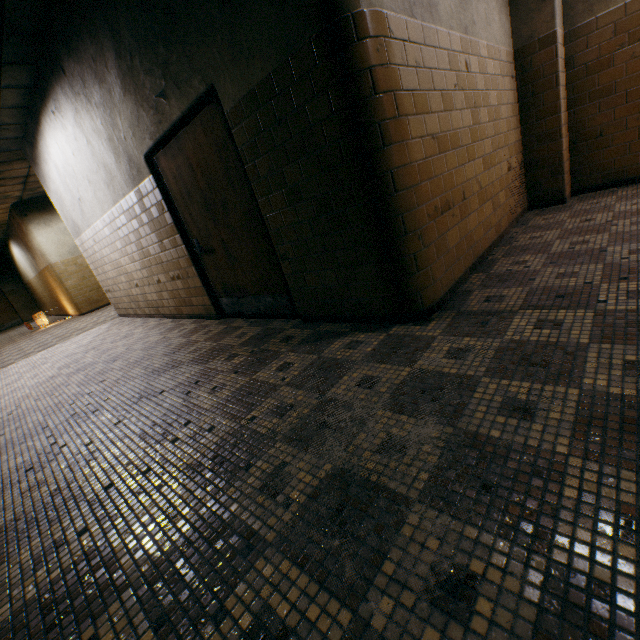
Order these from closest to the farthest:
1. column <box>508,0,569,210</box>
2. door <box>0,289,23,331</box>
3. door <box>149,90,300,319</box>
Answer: door <box>149,90,300,319</box>, column <box>508,0,569,210</box>, door <box>0,289,23,331</box>

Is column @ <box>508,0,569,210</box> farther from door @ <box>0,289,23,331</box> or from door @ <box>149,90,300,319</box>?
door @ <box>0,289,23,331</box>

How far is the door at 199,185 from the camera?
3.03m

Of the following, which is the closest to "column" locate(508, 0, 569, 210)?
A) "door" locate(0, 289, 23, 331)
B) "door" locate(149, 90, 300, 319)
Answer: "door" locate(149, 90, 300, 319)

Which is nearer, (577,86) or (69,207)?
(577,86)

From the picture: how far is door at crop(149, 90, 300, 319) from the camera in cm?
303

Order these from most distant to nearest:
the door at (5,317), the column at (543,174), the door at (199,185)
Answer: the door at (5,317) → the column at (543,174) → the door at (199,185)
